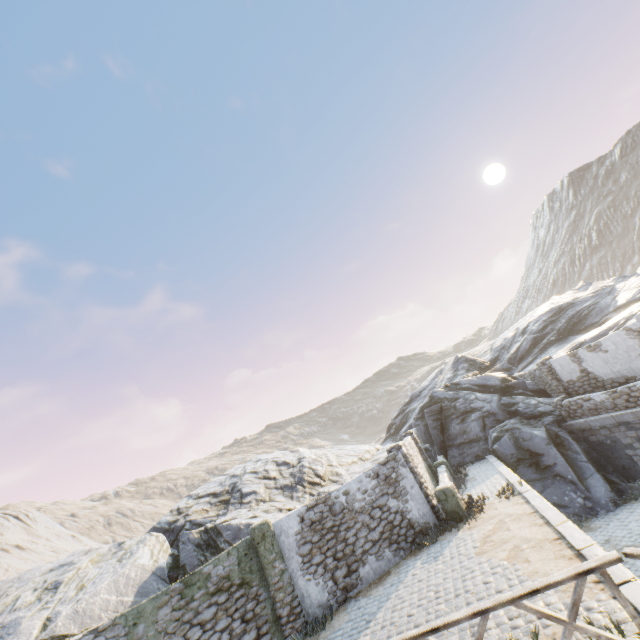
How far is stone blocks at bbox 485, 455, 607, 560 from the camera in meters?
6.5

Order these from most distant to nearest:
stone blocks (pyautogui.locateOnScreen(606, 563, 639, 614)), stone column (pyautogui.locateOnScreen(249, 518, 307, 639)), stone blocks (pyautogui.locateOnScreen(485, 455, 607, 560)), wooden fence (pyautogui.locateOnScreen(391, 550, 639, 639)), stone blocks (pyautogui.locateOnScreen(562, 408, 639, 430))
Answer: stone blocks (pyautogui.locateOnScreen(562, 408, 639, 430))
stone column (pyautogui.locateOnScreen(249, 518, 307, 639))
stone blocks (pyautogui.locateOnScreen(485, 455, 607, 560))
stone blocks (pyautogui.locateOnScreen(606, 563, 639, 614))
wooden fence (pyautogui.locateOnScreen(391, 550, 639, 639))

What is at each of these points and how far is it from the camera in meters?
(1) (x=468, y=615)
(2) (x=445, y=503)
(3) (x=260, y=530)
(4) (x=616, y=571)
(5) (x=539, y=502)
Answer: (1) wooden fence, 4.6
(2) stone column, 11.8
(3) stone column, 10.4
(4) stone blocks, 5.6
(5) stone blocks, 9.5

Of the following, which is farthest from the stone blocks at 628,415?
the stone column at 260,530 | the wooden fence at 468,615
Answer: the stone column at 260,530

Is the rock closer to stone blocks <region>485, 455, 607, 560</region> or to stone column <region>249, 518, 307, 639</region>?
stone blocks <region>485, 455, 607, 560</region>

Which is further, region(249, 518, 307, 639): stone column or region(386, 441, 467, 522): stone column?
A: region(386, 441, 467, 522): stone column

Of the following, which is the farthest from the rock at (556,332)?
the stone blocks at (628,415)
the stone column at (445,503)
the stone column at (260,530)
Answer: the stone column at (445,503)

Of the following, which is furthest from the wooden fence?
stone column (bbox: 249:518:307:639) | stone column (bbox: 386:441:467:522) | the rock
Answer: stone column (bbox: 386:441:467:522)
